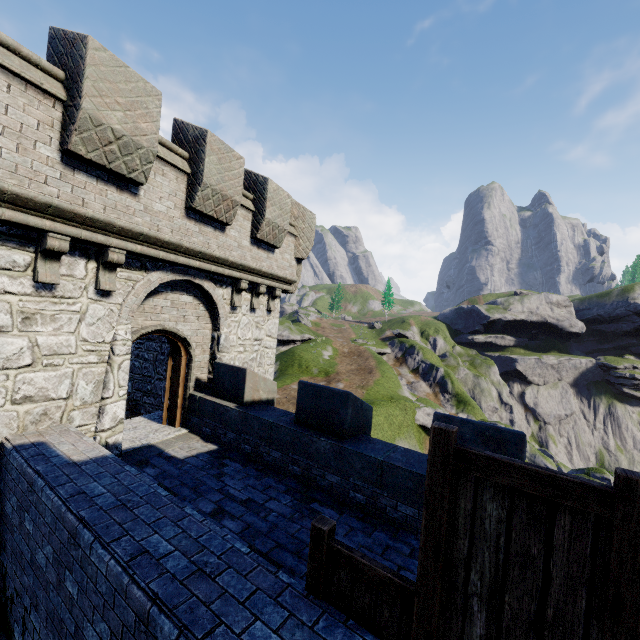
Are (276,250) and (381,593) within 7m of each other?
no
